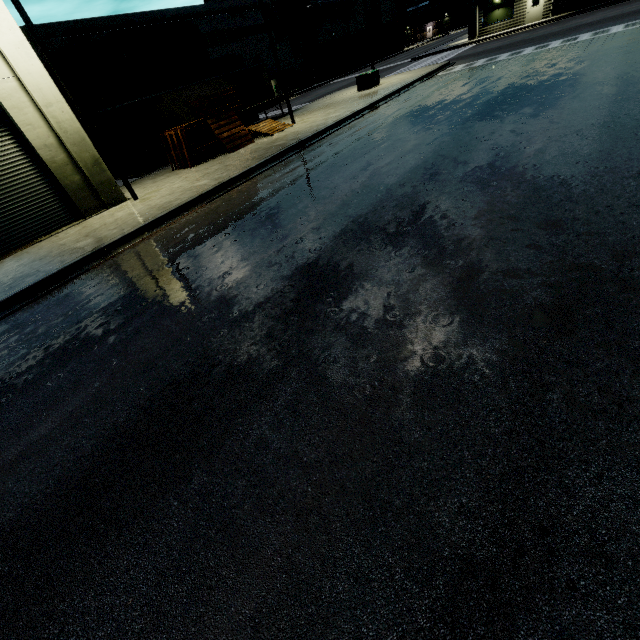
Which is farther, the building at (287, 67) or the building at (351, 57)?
the building at (351, 57)

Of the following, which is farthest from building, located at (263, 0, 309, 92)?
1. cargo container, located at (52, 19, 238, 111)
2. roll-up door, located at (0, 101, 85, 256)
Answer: cargo container, located at (52, 19, 238, 111)

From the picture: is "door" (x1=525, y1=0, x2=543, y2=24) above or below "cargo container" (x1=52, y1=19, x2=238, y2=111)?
below

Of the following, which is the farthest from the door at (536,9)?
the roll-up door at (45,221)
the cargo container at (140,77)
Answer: the cargo container at (140,77)

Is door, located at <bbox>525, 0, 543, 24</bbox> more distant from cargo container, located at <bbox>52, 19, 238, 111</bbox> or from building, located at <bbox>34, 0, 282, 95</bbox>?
cargo container, located at <bbox>52, 19, 238, 111</bbox>

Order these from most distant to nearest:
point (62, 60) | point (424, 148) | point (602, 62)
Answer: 1. point (62, 60)
2. point (602, 62)
3. point (424, 148)

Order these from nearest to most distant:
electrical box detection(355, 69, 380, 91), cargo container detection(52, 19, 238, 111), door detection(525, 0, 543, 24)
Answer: cargo container detection(52, 19, 238, 111), electrical box detection(355, 69, 380, 91), door detection(525, 0, 543, 24)

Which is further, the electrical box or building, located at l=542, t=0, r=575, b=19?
building, located at l=542, t=0, r=575, b=19
